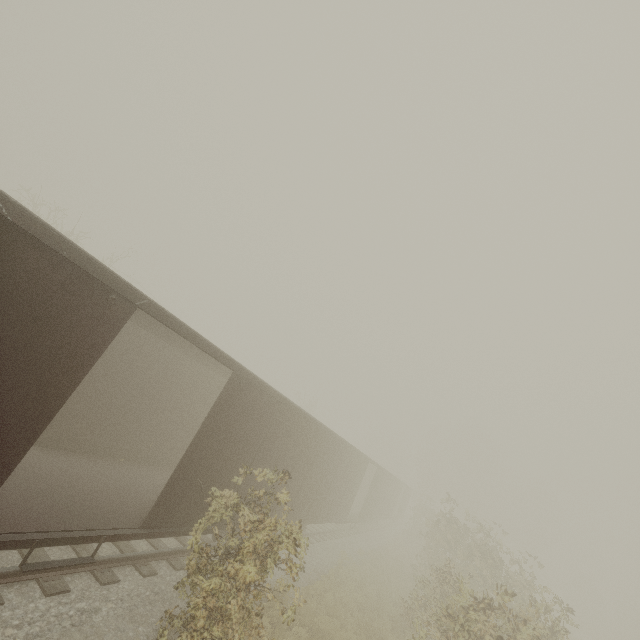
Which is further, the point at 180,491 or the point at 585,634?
the point at 585,634
